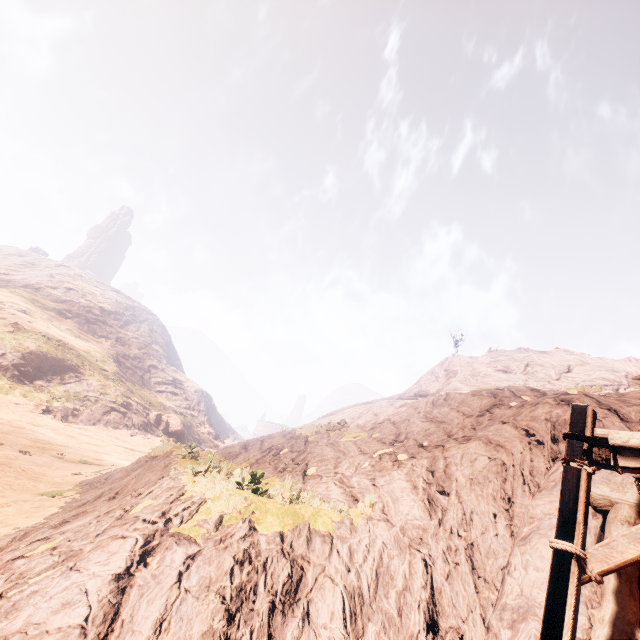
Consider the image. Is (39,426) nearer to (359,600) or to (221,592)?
(221,592)

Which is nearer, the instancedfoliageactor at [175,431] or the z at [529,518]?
the z at [529,518]

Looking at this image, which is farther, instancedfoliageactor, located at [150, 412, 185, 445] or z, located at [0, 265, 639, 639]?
instancedfoliageactor, located at [150, 412, 185, 445]

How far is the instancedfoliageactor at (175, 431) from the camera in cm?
3812

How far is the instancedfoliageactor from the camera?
38.12m
